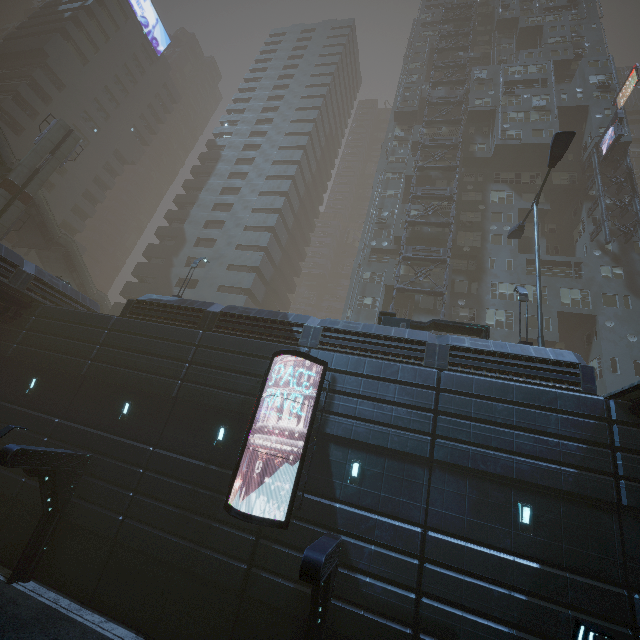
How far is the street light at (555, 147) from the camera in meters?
17.0 m

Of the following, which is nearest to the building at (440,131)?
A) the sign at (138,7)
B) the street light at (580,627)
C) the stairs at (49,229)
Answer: the stairs at (49,229)

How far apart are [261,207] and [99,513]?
35.9m

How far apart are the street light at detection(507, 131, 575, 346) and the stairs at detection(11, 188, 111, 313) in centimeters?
A: 4182cm

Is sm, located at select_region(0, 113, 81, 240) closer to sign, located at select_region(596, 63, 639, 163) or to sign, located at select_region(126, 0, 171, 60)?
sign, located at select_region(126, 0, 171, 60)

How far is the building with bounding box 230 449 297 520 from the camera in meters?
12.7

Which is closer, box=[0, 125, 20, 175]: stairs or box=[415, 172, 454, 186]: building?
box=[0, 125, 20, 175]: stairs

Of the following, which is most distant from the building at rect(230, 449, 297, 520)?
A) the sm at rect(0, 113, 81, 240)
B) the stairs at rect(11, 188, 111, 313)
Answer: the sm at rect(0, 113, 81, 240)
